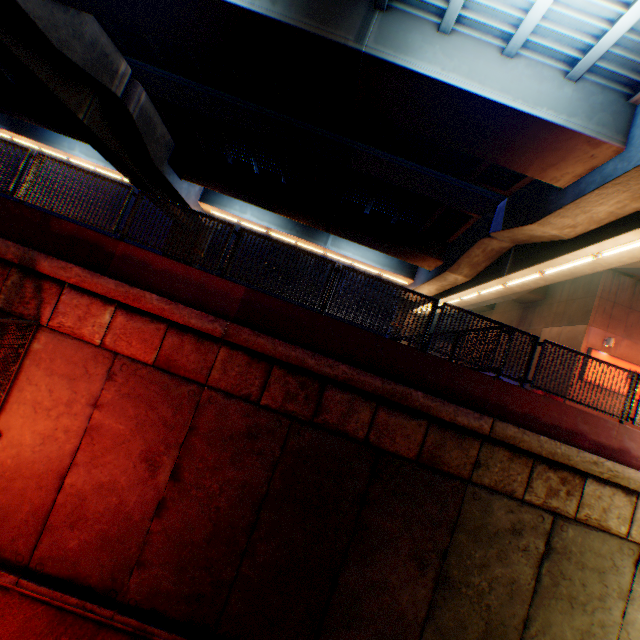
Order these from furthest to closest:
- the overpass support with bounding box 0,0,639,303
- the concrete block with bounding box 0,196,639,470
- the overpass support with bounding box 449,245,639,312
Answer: the overpass support with bounding box 449,245,639,312 → the overpass support with bounding box 0,0,639,303 → the concrete block with bounding box 0,196,639,470

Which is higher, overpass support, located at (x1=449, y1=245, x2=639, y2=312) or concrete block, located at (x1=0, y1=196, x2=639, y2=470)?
overpass support, located at (x1=449, y1=245, x2=639, y2=312)

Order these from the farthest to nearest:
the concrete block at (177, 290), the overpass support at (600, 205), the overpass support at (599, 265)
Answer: the overpass support at (599, 265)
the overpass support at (600, 205)
the concrete block at (177, 290)

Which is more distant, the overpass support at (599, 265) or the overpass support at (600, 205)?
the overpass support at (599, 265)

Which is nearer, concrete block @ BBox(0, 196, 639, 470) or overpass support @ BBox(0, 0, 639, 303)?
concrete block @ BBox(0, 196, 639, 470)

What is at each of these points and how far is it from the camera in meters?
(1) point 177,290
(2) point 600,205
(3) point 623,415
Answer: (1) concrete block, 7.2 m
(2) overpass support, 9.2 m
(3) metal fence, 7.4 m

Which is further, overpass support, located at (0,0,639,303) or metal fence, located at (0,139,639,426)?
overpass support, located at (0,0,639,303)
